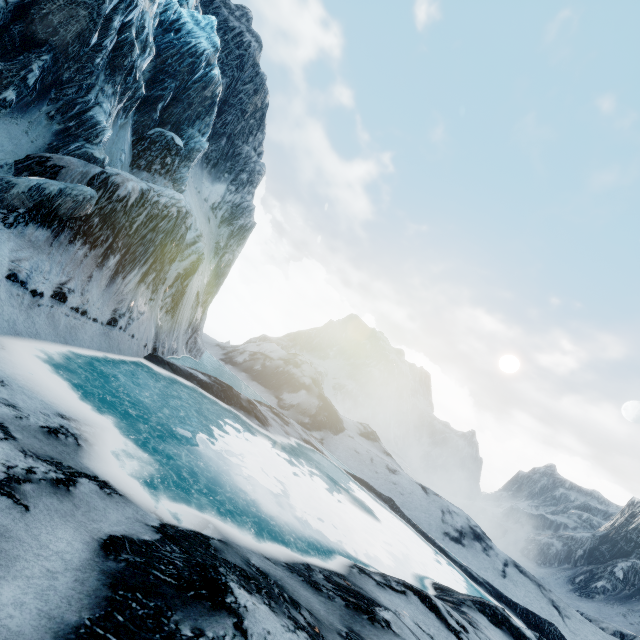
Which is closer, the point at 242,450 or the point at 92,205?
the point at 92,205
